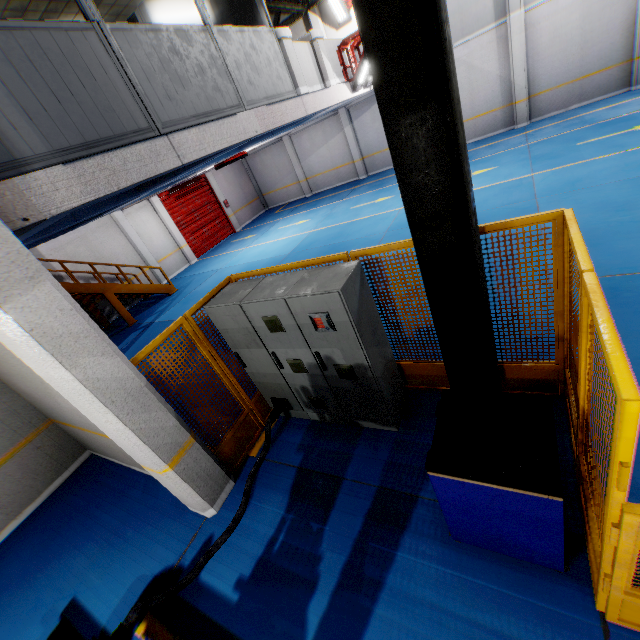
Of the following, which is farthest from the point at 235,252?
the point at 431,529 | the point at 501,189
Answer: the point at 431,529

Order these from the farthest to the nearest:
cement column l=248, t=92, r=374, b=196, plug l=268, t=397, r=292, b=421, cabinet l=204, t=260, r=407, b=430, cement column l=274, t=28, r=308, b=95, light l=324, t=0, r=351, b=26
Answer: cement column l=248, t=92, r=374, b=196, light l=324, t=0, r=351, b=26, cement column l=274, t=28, r=308, b=95, plug l=268, t=397, r=292, b=421, cabinet l=204, t=260, r=407, b=430

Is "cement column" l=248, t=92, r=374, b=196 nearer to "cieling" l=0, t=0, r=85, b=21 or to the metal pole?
"cieling" l=0, t=0, r=85, b=21

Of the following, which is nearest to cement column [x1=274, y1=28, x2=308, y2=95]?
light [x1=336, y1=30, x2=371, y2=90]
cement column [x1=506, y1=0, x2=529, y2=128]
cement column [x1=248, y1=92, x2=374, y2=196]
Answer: light [x1=336, y1=30, x2=371, y2=90]

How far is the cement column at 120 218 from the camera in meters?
14.8

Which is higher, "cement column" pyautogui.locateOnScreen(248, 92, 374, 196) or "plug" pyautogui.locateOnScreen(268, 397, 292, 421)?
"cement column" pyautogui.locateOnScreen(248, 92, 374, 196)

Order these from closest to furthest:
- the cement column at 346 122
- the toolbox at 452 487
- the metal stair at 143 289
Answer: the toolbox at 452 487
the metal stair at 143 289
the cement column at 346 122

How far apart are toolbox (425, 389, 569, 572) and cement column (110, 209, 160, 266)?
16.5 meters
